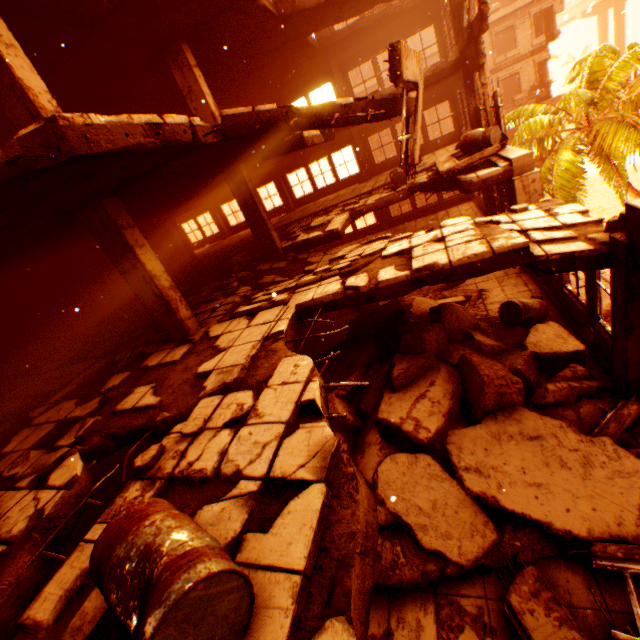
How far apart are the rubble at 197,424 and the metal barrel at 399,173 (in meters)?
10.88

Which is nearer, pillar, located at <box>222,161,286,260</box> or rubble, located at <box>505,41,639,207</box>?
pillar, located at <box>222,161,286,260</box>

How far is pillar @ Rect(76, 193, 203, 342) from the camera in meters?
5.3

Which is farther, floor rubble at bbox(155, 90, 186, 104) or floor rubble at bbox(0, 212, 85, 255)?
floor rubble at bbox(155, 90, 186, 104)

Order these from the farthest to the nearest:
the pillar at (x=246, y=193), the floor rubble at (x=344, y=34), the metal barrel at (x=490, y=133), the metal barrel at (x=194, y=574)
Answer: the floor rubble at (x=344, y=34), the pillar at (x=246, y=193), the metal barrel at (x=490, y=133), the metal barrel at (x=194, y=574)

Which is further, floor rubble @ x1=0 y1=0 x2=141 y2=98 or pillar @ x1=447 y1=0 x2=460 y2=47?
pillar @ x1=447 y1=0 x2=460 y2=47

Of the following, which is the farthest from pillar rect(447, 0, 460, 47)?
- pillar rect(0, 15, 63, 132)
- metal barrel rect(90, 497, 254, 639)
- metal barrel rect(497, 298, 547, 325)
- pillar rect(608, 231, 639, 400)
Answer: metal barrel rect(90, 497, 254, 639)

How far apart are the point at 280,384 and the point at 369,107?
4.8m
